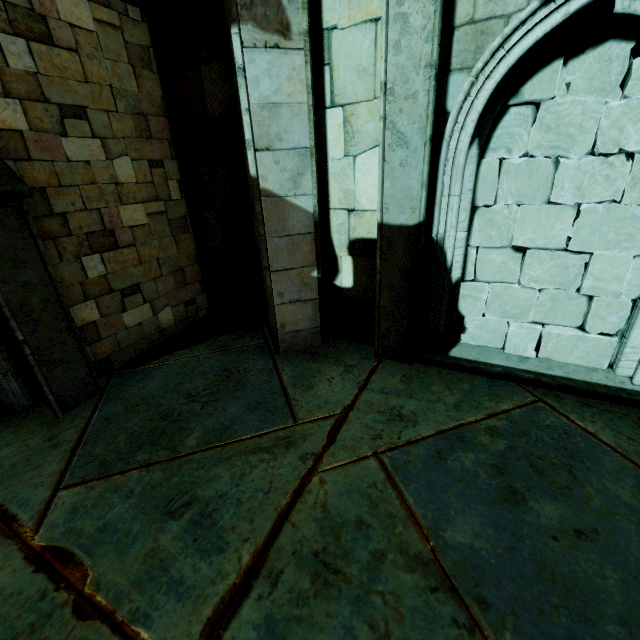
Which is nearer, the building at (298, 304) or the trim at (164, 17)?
the building at (298, 304)

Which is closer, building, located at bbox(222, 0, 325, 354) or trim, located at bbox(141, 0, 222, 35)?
building, located at bbox(222, 0, 325, 354)

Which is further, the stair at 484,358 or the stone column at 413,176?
the stair at 484,358

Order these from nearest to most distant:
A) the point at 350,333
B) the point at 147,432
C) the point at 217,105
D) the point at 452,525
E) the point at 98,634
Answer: the point at 98,634 < the point at 452,525 < the point at 147,432 < the point at 217,105 < the point at 350,333

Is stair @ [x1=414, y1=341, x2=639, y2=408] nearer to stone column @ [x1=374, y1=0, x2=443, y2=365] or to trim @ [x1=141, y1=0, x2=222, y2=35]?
stone column @ [x1=374, y1=0, x2=443, y2=365]

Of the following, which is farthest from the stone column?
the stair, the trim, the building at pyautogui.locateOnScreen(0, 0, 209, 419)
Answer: the trim
